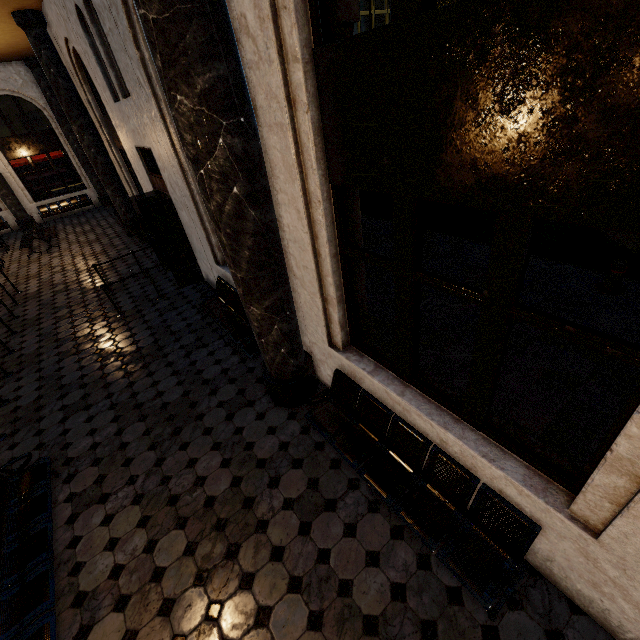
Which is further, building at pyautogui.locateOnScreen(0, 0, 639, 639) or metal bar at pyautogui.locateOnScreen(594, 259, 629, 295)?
metal bar at pyautogui.locateOnScreen(594, 259, 629, 295)

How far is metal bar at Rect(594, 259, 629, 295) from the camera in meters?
5.6

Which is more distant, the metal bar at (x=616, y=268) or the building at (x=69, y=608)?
the metal bar at (x=616, y=268)

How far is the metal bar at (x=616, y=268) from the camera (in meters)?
5.59

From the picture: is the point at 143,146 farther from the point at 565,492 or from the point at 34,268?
the point at 565,492
